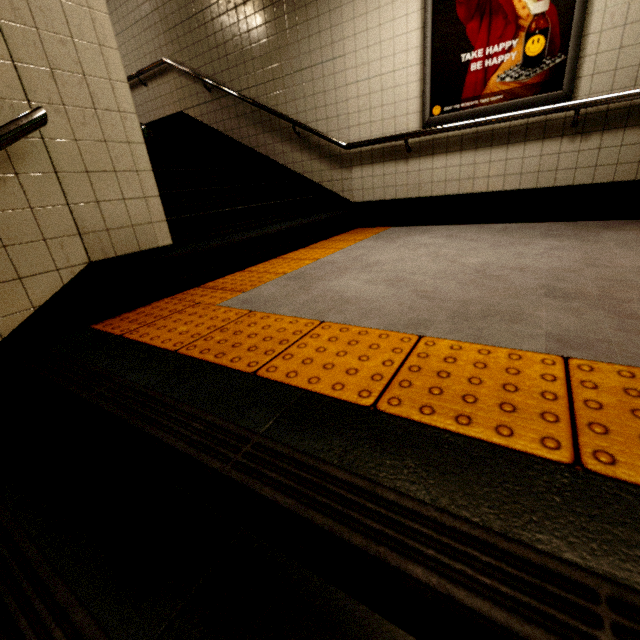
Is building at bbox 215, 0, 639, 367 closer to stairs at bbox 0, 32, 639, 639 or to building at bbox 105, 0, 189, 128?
stairs at bbox 0, 32, 639, 639

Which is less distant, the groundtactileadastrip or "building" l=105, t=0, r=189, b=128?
the groundtactileadastrip

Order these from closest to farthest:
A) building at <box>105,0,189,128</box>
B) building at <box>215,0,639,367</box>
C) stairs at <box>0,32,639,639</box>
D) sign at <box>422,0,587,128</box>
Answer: stairs at <box>0,32,639,639</box>, building at <box>215,0,639,367</box>, sign at <box>422,0,587,128</box>, building at <box>105,0,189,128</box>

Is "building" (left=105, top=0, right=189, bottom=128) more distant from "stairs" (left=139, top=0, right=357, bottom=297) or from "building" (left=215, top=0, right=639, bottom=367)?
"building" (left=215, top=0, right=639, bottom=367)

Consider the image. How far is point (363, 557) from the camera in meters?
0.6 m

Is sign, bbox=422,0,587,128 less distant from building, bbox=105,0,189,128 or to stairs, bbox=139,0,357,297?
stairs, bbox=139,0,357,297

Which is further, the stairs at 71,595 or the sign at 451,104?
the sign at 451,104

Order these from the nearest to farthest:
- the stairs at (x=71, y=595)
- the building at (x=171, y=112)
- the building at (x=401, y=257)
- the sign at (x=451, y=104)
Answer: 1. the stairs at (x=71, y=595)
2. the building at (x=401, y=257)
3. the sign at (x=451, y=104)
4. the building at (x=171, y=112)
